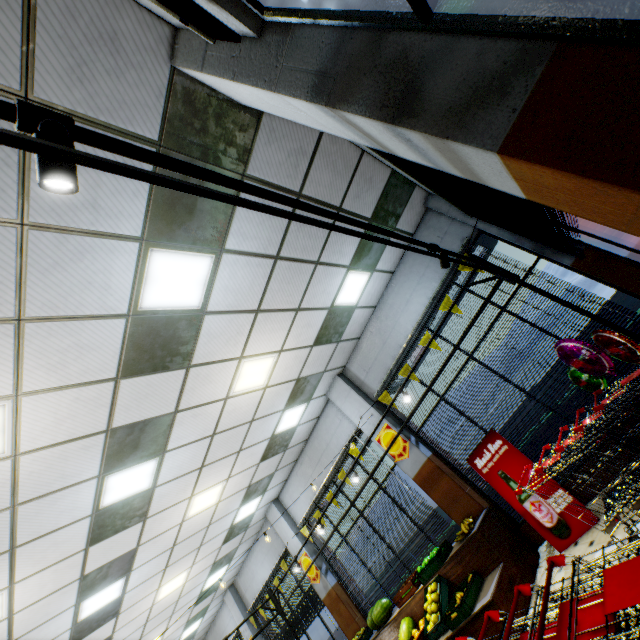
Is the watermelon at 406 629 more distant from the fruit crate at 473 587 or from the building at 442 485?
the fruit crate at 473 587

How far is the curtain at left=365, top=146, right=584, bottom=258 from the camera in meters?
2.6

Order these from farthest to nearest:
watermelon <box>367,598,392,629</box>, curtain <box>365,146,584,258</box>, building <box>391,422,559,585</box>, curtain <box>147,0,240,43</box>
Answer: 1. watermelon <box>367,598,392,629</box>
2. building <box>391,422,559,585</box>
3. curtain <box>365,146,584,258</box>
4. curtain <box>147,0,240,43</box>

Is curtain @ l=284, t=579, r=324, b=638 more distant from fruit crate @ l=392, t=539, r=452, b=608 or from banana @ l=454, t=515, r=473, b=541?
banana @ l=454, t=515, r=473, b=541

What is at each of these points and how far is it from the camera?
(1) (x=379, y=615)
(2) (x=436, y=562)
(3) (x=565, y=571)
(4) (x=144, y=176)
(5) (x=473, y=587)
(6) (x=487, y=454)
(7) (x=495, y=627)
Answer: (1) watermelon, 6.8 meters
(2) fruit crate, 5.8 meters
(3) building, 4.3 meters
(4) light truss, 1.0 meters
(5) fruit crate, 5.0 meters
(6) sign, 5.6 meters
(7) wooden stand, 4.4 meters

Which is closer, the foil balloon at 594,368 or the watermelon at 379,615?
the foil balloon at 594,368

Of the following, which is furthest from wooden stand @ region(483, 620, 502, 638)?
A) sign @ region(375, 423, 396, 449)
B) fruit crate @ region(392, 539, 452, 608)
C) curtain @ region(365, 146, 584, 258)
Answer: curtain @ region(365, 146, 584, 258)

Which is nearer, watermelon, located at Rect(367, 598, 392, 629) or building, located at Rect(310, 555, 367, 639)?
watermelon, located at Rect(367, 598, 392, 629)
